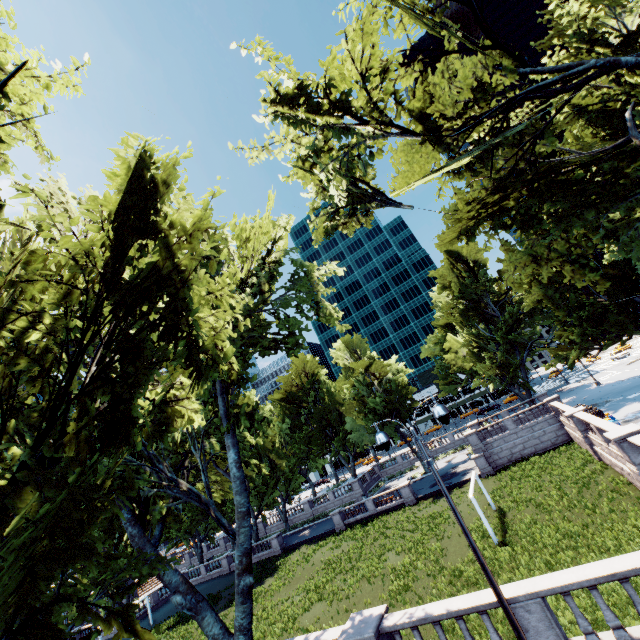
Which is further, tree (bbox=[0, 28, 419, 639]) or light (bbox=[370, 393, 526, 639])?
light (bbox=[370, 393, 526, 639])

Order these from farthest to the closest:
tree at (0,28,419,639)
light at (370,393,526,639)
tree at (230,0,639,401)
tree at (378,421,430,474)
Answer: tree at (378,421,430,474), tree at (230,0,639,401), light at (370,393,526,639), tree at (0,28,419,639)

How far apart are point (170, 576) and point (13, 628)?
20.81m

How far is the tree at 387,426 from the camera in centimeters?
4619cm

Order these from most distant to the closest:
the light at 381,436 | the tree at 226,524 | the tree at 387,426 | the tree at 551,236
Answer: the tree at 387,426, the tree at 551,236, the light at 381,436, the tree at 226,524

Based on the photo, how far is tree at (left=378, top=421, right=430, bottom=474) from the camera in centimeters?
4619cm

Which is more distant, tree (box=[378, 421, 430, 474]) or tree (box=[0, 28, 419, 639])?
tree (box=[378, 421, 430, 474])
